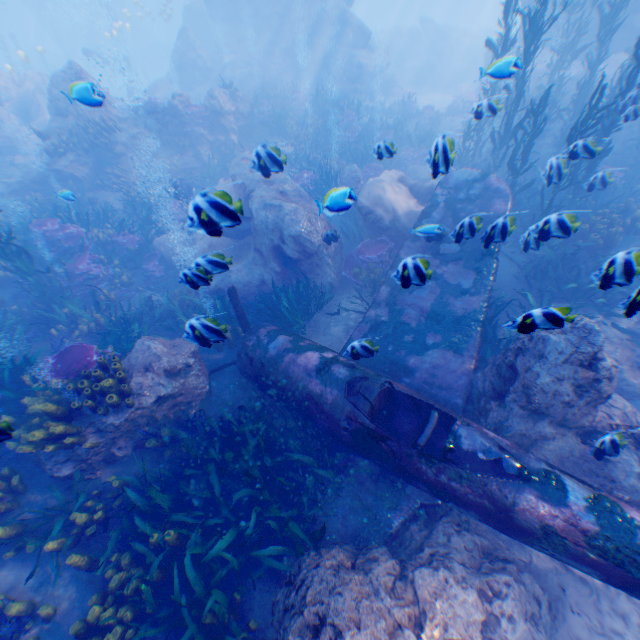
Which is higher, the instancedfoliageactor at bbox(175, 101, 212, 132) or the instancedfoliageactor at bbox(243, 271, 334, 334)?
the instancedfoliageactor at bbox(175, 101, 212, 132)

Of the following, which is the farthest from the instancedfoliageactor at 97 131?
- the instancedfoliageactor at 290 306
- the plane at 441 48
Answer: the plane at 441 48

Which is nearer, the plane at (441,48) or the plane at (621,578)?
the plane at (621,578)

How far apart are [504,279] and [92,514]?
10.4 meters

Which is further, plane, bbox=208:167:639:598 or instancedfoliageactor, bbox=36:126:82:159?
instancedfoliageactor, bbox=36:126:82:159

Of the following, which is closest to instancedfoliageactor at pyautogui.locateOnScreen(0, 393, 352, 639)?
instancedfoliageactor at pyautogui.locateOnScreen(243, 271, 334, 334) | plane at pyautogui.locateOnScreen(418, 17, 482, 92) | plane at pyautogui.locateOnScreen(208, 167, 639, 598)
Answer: plane at pyautogui.locateOnScreen(208, 167, 639, 598)

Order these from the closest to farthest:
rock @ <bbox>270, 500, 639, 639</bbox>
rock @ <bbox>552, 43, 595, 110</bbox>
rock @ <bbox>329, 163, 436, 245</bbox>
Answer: rock @ <bbox>270, 500, 639, 639</bbox>
rock @ <bbox>329, 163, 436, 245</bbox>
rock @ <bbox>552, 43, 595, 110</bbox>
